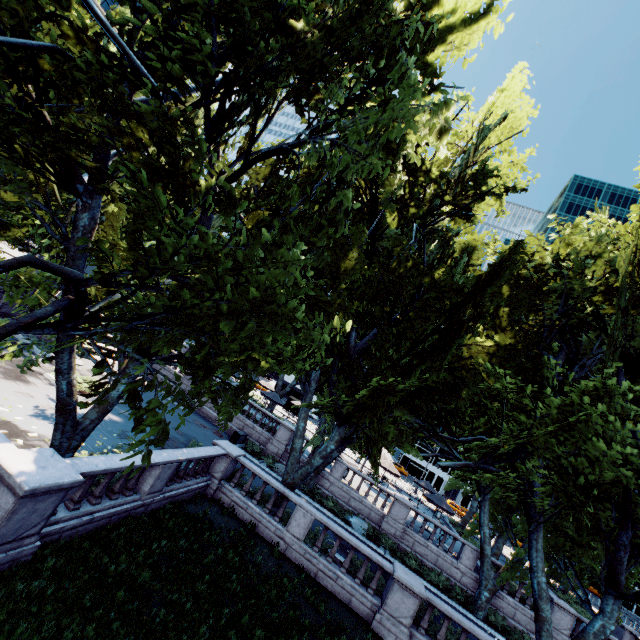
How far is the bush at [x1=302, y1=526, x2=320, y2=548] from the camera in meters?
14.8 m

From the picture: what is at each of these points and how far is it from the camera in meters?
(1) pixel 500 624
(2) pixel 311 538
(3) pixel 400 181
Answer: (1) bush, 18.8
(2) bush, 15.5
(3) tree, 10.4

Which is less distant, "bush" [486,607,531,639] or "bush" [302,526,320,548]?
"bush" [302,526,320,548]

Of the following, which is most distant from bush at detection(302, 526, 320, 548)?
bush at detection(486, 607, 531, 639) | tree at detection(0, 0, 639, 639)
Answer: bush at detection(486, 607, 531, 639)

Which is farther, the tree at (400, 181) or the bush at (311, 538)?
the bush at (311, 538)

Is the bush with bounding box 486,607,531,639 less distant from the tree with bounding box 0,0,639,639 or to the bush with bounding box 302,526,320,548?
the tree with bounding box 0,0,639,639

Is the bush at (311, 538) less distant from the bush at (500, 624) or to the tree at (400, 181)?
the tree at (400, 181)
